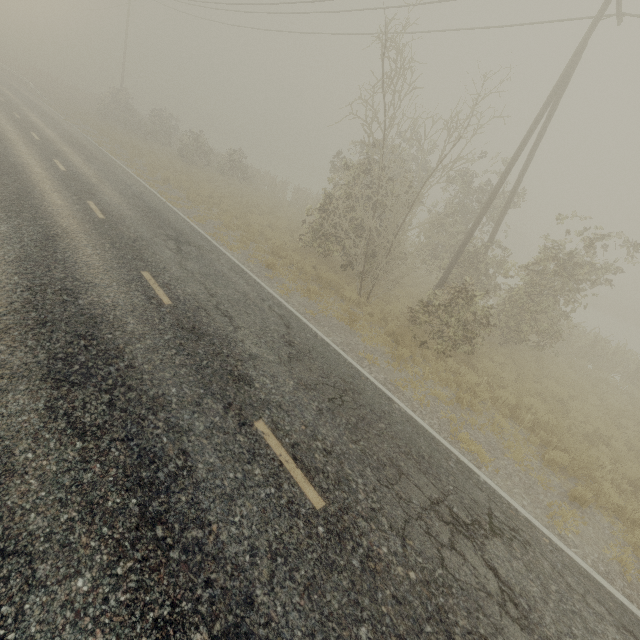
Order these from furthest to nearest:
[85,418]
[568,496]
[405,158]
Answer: [405,158] < [568,496] < [85,418]
